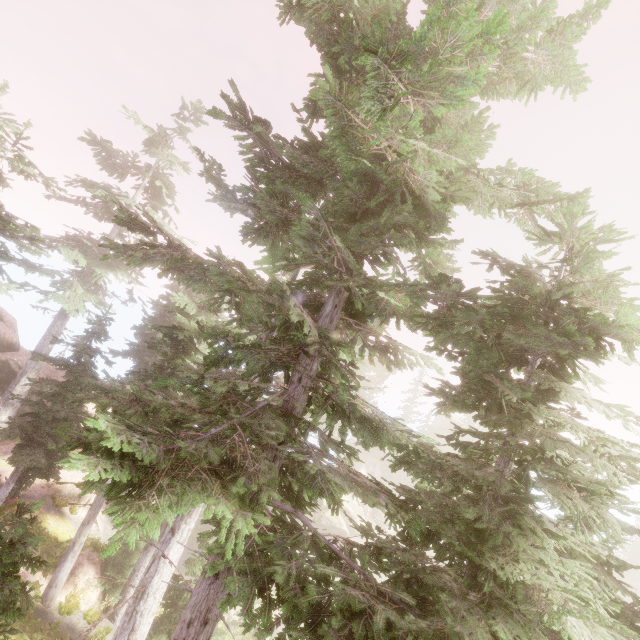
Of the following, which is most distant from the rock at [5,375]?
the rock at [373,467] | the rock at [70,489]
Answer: the rock at [373,467]

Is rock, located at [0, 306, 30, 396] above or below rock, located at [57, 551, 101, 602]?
above

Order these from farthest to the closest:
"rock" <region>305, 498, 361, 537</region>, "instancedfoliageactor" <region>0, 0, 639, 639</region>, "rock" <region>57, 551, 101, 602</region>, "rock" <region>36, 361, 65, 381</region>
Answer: "rock" <region>305, 498, 361, 537</region> < "rock" <region>36, 361, 65, 381</region> < "rock" <region>57, 551, 101, 602</region> < "instancedfoliageactor" <region>0, 0, 639, 639</region>

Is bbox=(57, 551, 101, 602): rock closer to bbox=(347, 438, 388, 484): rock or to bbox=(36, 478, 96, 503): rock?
bbox=(36, 478, 96, 503): rock

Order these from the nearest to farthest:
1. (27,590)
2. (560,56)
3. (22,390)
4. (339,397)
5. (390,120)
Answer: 1. (390,120)
2. (560,56)
3. (339,397)
4. (27,590)
5. (22,390)

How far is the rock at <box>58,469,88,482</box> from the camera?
19.7 meters

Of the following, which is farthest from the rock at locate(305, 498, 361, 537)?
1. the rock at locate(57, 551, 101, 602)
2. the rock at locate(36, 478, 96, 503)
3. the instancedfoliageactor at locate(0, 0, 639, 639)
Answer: the rock at locate(57, 551, 101, 602)

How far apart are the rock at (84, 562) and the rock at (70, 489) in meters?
4.1 m
